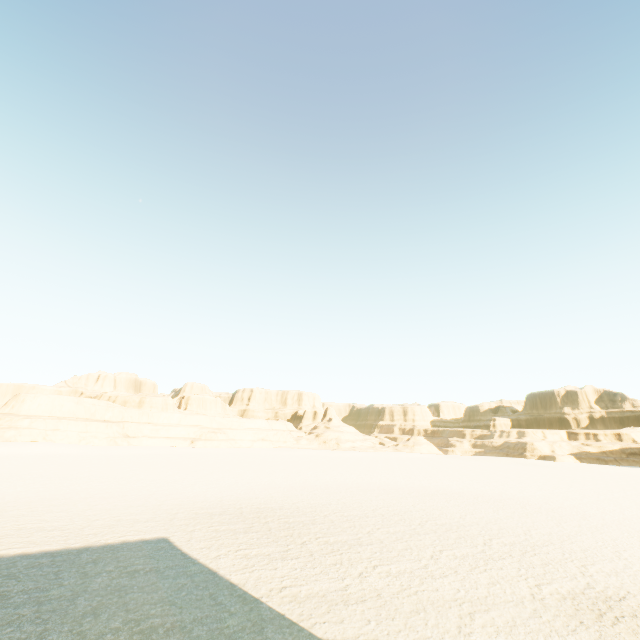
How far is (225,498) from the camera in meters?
22.0
